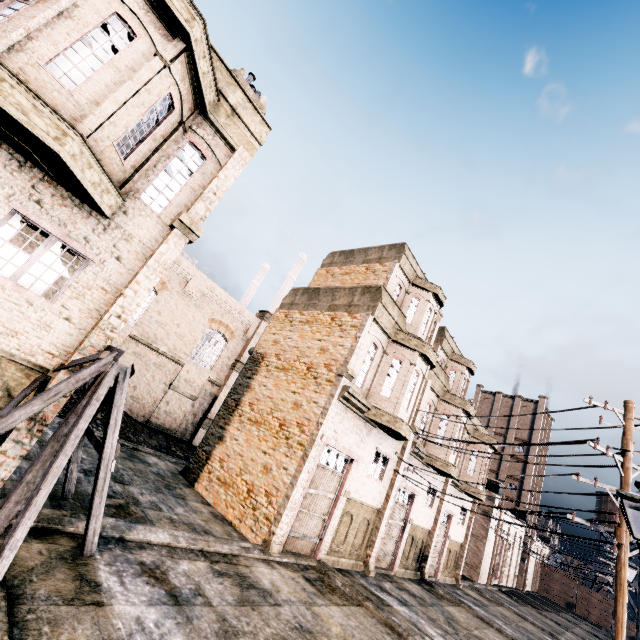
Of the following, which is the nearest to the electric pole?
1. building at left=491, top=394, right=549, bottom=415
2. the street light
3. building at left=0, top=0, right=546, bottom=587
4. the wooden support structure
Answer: building at left=491, top=394, right=549, bottom=415

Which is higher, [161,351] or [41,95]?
[41,95]

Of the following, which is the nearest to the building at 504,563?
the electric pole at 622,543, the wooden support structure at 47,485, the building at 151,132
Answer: the electric pole at 622,543

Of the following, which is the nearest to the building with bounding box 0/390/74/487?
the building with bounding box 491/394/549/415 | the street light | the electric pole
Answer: the building with bounding box 491/394/549/415

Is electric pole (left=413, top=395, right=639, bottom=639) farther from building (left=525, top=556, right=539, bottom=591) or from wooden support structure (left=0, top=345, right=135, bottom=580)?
wooden support structure (left=0, top=345, right=135, bottom=580)

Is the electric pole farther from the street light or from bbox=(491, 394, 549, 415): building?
the street light
